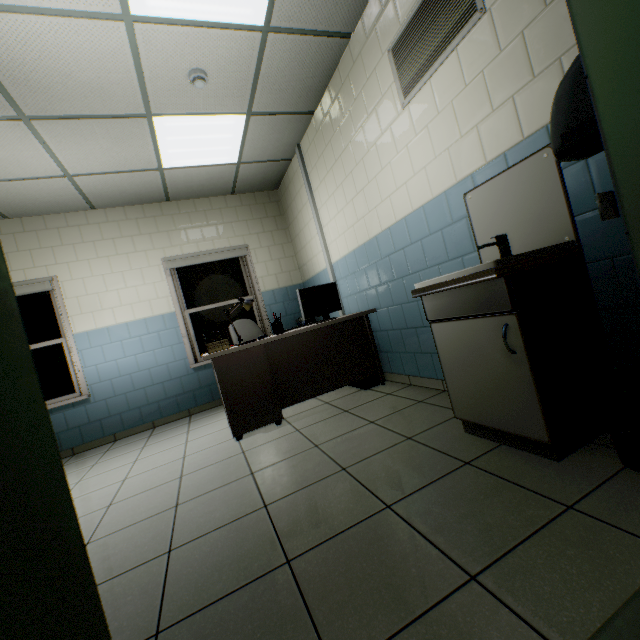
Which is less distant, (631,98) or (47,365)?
(631,98)

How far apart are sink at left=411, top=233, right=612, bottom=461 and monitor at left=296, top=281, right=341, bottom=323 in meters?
1.7

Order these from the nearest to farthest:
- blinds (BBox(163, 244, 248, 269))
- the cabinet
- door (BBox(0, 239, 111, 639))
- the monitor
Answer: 1. door (BBox(0, 239, 111, 639))
2. the cabinet
3. the monitor
4. blinds (BBox(163, 244, 248, 269))

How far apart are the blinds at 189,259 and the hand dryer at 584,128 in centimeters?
456cm

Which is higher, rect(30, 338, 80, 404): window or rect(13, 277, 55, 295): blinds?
rect(13, 277, 55, 295): blinds

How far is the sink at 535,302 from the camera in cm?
148

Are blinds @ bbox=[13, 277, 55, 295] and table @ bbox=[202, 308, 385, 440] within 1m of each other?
no

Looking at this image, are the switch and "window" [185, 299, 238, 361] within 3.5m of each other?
no
